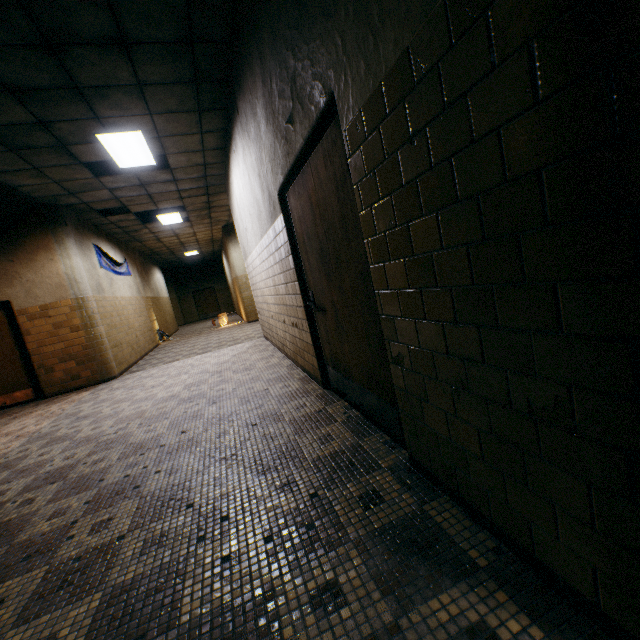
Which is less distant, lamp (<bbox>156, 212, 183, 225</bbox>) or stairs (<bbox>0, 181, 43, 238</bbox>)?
stairs (<bbox>0, 181, 43, 238</bbox>)

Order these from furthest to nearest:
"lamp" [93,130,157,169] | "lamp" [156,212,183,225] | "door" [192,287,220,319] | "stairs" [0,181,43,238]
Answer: "door" [192,287,220,319] < "lamp" [156,212,183,225] < "stairs" [0,181,43,238] < "lamp" [93,130,157,169]

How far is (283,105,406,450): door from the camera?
2.0 meters

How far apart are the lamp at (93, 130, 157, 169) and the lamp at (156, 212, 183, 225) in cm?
351

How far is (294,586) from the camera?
1.4 meters

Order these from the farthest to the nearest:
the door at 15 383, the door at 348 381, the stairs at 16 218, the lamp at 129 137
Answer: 1. the door at 15 383
2. the stairs at 16 218
3. the lamp at 129 137
4. the door at 348 381

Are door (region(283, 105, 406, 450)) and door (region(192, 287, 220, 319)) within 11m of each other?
no

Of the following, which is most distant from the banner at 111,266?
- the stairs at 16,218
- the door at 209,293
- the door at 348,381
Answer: the door at 209,293
